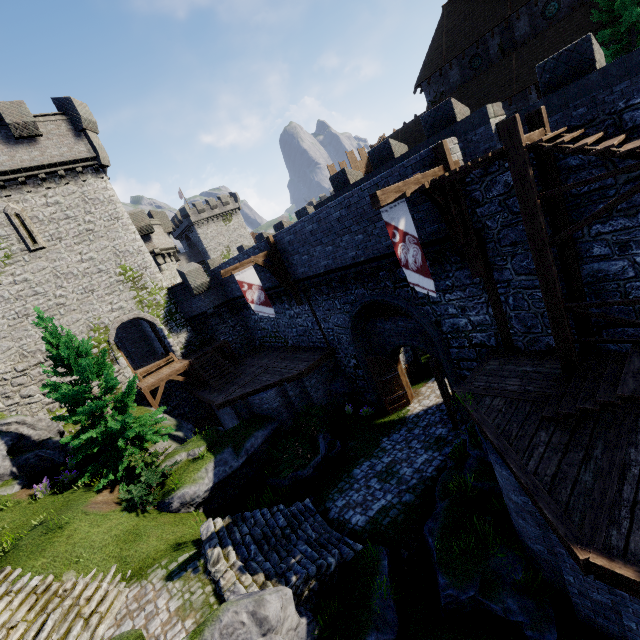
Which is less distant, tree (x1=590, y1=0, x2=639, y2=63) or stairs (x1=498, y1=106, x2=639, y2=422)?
stairs (x1=498, y1=106, x2=639, y2=422)

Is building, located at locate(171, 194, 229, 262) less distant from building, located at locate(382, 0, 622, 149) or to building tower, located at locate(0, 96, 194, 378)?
building tower, located at locate(0, 96, 194, 378)

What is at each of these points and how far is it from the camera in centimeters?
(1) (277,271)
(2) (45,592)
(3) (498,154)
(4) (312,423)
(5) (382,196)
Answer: (1) wooden support, 1695cm
(2) stairs, 934cm
(3) walkway, 709cm
(4) bush, 1667cm
(5) wooden beam, 726cm

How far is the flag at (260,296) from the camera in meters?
15.3

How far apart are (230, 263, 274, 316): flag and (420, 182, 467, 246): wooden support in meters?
9.3 m

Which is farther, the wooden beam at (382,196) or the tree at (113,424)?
the tree at (113,424)

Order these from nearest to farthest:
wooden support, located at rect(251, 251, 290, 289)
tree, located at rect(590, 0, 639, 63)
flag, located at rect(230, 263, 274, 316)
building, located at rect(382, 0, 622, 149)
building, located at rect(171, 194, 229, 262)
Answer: flag, located at rect(230, 263, 274, 316), wooden support, located at rect(251, 251, 290, 289), tree, located at rect(590, 0, 639, 63), building, located at rect(382, 0, 622, 149), building, located at rect(171, 194, 229, 262)

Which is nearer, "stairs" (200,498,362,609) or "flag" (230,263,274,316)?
"stairs" (200,498,362,609)
